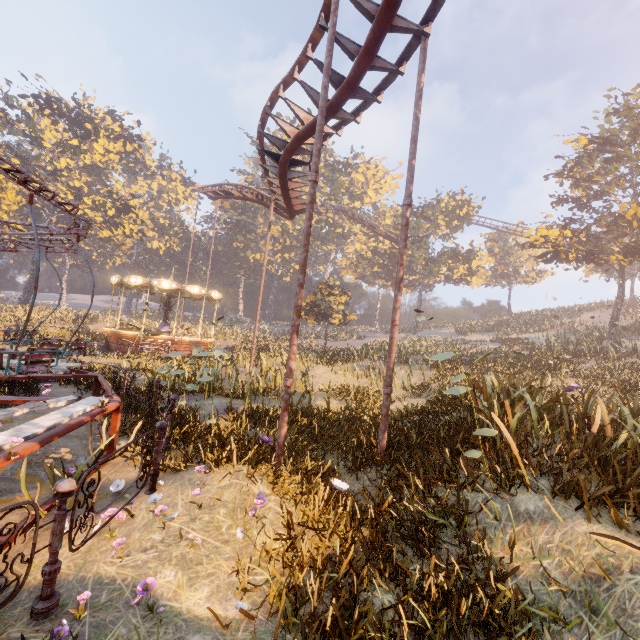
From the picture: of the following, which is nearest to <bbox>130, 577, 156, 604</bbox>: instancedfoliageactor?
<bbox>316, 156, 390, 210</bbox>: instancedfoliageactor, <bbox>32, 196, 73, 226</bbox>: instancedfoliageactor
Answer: <bbox>316, 156, 390, 210</bbox>: instancedfoliageactor

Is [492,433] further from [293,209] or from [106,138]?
[106,138]

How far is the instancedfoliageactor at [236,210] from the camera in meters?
55.5 m

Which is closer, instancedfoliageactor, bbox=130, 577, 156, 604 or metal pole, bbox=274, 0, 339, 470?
instancedfoliageactor, bbox=130, 577, 156, 604

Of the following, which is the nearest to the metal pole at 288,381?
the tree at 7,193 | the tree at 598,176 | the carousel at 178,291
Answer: the carousel at 178,291

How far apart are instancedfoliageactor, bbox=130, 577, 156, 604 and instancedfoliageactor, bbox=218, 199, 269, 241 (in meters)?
55.89

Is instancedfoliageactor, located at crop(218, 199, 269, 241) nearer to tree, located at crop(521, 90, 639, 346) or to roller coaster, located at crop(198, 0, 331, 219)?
roller coaster, located at crop(198, 0, 331, 219)

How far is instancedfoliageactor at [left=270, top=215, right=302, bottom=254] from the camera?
54.74m
